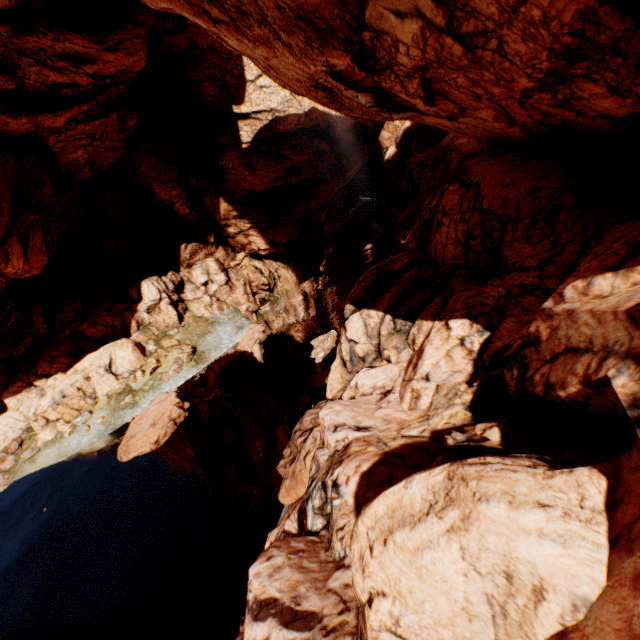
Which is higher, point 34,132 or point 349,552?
point 34,132

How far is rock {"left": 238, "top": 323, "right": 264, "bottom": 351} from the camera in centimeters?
2495cm

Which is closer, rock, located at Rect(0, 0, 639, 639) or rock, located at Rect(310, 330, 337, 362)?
rock, located at Rect(0, 0, 639, 639)

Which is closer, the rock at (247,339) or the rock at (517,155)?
the rock at (517,155)

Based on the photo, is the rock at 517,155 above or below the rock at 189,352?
above

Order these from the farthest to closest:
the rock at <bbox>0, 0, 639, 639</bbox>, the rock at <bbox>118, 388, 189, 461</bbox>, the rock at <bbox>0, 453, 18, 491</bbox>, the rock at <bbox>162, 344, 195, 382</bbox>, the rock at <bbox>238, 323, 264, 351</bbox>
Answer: the rock at <bbox>238, 323, 264, 351</bbox>
the rock at <bbox>162, 344, 195, 382</bbox>
the rock at <bbox>0, 453, 18, 491</bbox>
the rock at <bbox>118, 388, 189, 461</bbox>
the rock at <bbox>0, 0, 639, 639</bbox>
